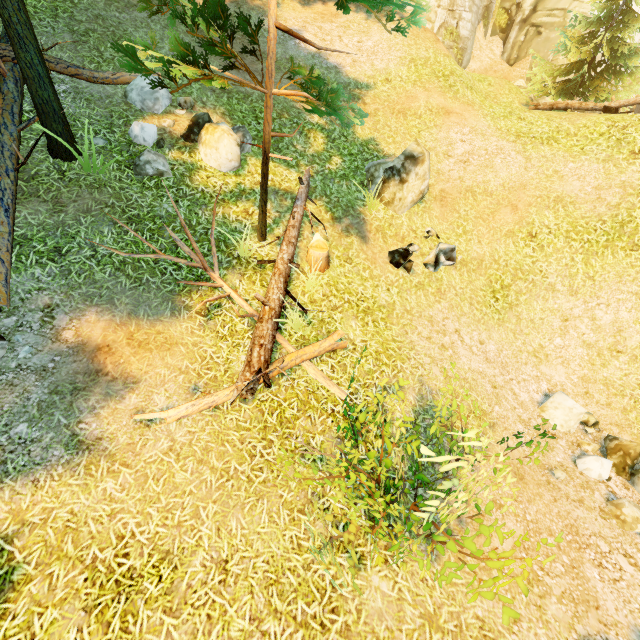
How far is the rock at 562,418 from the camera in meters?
7.1 m

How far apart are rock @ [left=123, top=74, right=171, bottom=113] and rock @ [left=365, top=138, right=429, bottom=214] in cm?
537

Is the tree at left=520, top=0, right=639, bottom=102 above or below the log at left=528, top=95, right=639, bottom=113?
above

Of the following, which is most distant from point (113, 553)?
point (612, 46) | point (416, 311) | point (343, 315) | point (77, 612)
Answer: point (612, 46)

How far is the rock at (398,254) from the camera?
8.0m

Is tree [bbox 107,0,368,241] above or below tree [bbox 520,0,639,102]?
below

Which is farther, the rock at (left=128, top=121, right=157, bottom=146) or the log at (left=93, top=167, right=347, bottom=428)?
the rock at (left=128, top=121, right=157, bottom=146)

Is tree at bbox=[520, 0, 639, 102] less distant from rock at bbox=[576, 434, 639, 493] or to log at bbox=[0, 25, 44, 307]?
log at bbox=[0, 25, 44, 307]
